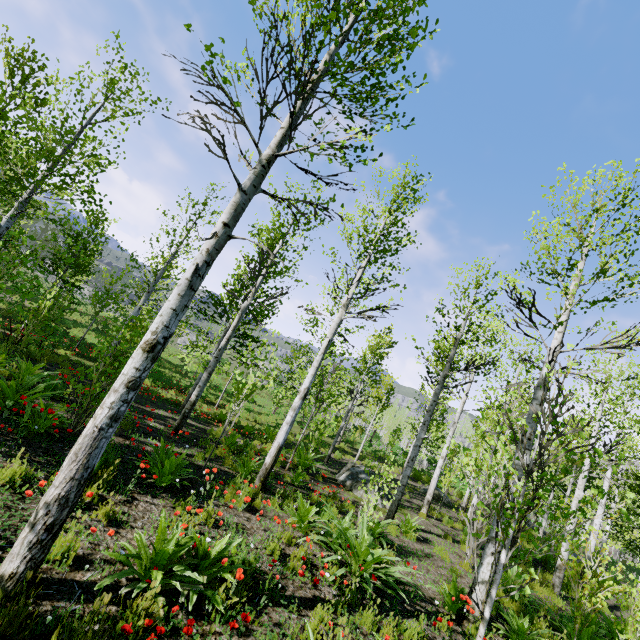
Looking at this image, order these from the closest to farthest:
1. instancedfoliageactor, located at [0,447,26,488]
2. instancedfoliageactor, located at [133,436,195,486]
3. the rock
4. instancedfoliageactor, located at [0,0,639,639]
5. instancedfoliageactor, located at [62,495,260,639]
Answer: instancedfoliageactor, located at [62,495,260,639] < instancedfoliageactor, located at [0,0,639,639] < instancedfoliageactor, located at [0,447,26,488] < instancedfoliageactor, located at [133,436,195,486] < the rock

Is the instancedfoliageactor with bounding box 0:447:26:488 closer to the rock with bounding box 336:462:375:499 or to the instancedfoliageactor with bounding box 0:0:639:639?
the instancedfoliageactor with bounding box 0:0:639:639

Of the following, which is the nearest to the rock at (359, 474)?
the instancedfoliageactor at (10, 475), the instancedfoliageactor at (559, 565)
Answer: the instancedfoliageactor at (559, 565)

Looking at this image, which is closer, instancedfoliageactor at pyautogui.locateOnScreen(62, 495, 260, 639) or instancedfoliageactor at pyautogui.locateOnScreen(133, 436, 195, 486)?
instancedfoliageactor at pyautogui.locateOnScreen(62, 495, 260, 639)

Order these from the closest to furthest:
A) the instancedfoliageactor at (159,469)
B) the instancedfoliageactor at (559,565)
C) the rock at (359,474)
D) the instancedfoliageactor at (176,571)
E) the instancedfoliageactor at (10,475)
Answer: the instancedfoliageactor at (176,571) < the instancedfoliageactor at (559,565) < the instancedfoliageactor at (10,475) < the instancedfoliageactor at (159,469) < the rock at (359,474)

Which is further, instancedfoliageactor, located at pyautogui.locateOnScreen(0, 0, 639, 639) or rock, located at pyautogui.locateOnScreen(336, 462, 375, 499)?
rock, located at pyautogui.locateOnScreen(336, 462, 375, 499)

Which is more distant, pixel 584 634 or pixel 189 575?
pixel 584 634
